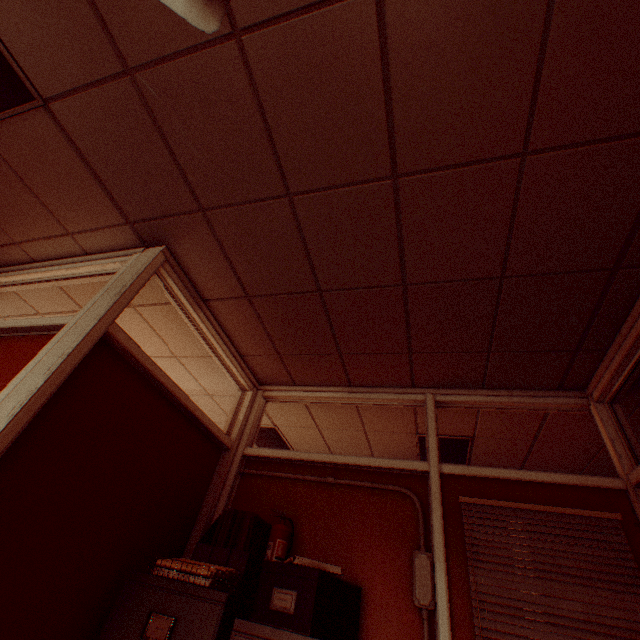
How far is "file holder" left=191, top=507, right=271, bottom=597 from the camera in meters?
1.9

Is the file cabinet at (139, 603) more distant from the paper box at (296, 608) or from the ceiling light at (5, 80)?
the ceiling light at (5, 80)

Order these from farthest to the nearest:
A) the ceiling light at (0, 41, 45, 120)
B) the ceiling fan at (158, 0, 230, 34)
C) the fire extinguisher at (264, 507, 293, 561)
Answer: the fire extinguisher at (264, 507, 293, 561) → the ceiling light at (0, 41, 45, 120) → the ceiling fan at (158, 0, 230, 34)

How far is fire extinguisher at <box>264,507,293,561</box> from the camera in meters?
2.1 m

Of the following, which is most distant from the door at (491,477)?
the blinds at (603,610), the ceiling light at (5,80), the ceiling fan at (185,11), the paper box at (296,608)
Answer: the ceiling light at (5,80)

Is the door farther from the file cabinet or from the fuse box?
the file cabinet

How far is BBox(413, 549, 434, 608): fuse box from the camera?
1.83m

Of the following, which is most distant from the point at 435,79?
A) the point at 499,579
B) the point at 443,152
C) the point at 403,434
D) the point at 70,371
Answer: the point at 403,434
